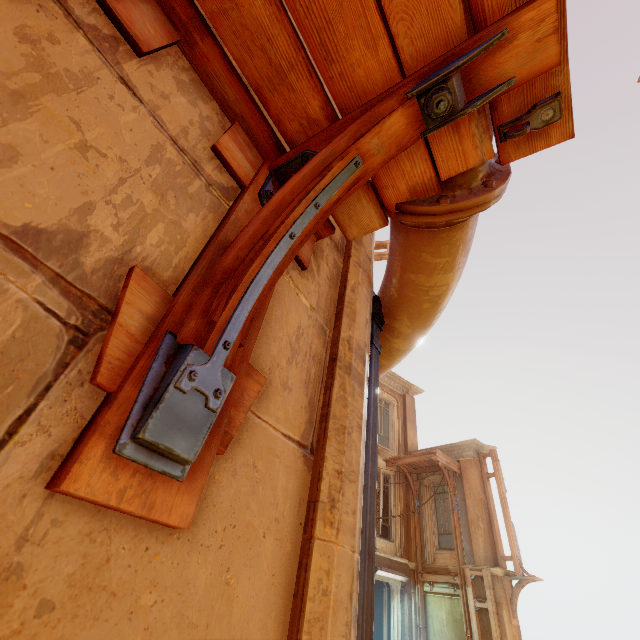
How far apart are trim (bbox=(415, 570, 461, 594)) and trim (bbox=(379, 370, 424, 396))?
7.9m

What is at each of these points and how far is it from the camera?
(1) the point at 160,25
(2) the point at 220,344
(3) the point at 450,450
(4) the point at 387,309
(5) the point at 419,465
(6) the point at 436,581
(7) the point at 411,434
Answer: (1) wood, 1.21m
(2) wood, 0.87m
(3) trim, 14.73m
(4) pipe, 2.42m
(5) wood, 15.00m
(6) trim, 12.14m
(7) column, 16.81m

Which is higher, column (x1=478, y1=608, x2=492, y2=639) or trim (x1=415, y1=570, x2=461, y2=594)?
trim (x1=415, y1=570, x2=461, y2=594)

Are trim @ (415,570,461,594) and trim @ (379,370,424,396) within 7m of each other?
no

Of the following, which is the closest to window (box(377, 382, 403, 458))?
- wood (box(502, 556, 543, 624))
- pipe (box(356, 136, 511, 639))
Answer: pipe (box(356, 136, 511, 639))

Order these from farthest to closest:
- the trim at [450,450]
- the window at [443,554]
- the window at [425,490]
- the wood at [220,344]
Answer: Answer:
1. the window at [425,490]
2. the trim at [450,450]
3. the window at [443,554]
4. the wood at [220,344]

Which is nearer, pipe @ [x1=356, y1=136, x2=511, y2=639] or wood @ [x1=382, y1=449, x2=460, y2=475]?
pipe @ [x1=356, y1=136, x2=511, y2=639]

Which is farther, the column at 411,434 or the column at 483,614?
the column at 411,434
